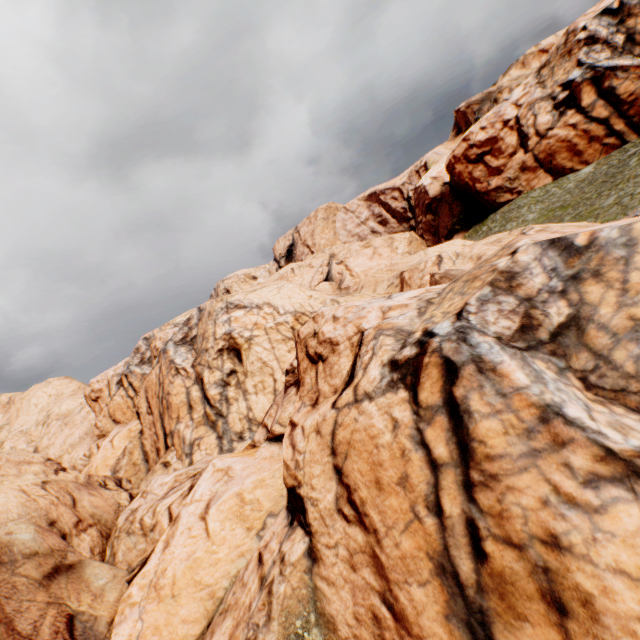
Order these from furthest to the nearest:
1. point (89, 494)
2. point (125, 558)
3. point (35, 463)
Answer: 1. point (35, 463)
2. point (89, 494)
3. point (125, 558)
